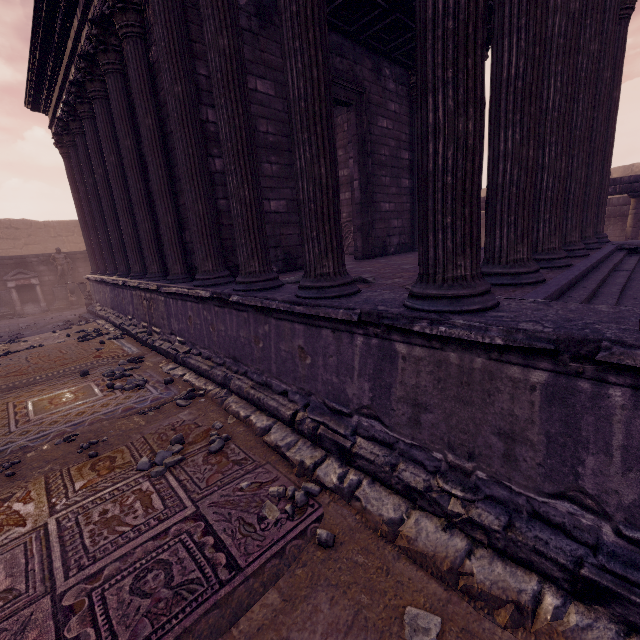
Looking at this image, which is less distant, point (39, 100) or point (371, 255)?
point (371, 255)

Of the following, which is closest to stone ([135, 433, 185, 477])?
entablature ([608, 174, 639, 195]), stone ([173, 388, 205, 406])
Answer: stone ([173, 388, 205, 406])

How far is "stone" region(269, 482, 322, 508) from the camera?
2.8m

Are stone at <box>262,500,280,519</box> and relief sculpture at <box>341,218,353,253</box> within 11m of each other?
yes

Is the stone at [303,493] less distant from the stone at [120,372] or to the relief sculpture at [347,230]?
the stone at [120,372]

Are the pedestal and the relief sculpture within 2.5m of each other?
no

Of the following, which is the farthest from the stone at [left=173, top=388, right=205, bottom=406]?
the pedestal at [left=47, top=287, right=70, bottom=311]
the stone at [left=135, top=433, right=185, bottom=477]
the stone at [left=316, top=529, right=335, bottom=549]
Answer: the pedestal at [left=47, top=287, right=70, bottom=311]

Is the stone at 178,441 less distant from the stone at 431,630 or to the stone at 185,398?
the stone at 185,398
